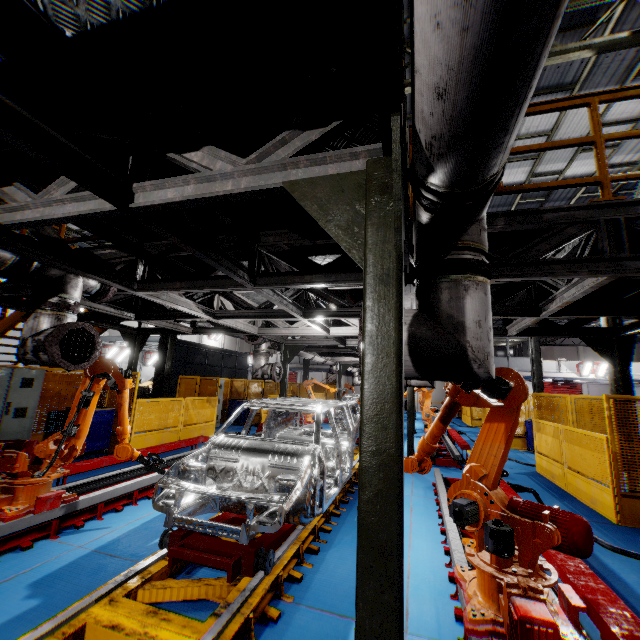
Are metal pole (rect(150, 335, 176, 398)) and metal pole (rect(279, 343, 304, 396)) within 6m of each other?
yes

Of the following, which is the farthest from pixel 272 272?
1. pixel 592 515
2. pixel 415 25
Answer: pixel 592 515

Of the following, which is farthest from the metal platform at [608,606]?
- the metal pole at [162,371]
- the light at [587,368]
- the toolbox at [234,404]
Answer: the light at [587,368]

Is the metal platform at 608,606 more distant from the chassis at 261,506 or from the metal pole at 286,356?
the metal pole at 286,356

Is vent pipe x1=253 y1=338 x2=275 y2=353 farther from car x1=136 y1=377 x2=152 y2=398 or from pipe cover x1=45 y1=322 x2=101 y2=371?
car x1=136 y1=377 x2=152 y2=398

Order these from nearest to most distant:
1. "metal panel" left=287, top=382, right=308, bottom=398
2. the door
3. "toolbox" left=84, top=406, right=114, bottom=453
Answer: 1. "toolbox" left=84, top=406, right=114, bottom=453
2. "metal panel" left=287, top=382, right=308, bottom=398
3. the door

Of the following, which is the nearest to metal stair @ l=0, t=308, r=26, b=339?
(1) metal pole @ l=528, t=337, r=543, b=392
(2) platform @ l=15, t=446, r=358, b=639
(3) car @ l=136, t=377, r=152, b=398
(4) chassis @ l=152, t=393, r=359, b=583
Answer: (4) chassis @ l=152, t=393, r=359, b=583

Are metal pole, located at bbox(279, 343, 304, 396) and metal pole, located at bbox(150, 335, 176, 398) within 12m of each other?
yes
